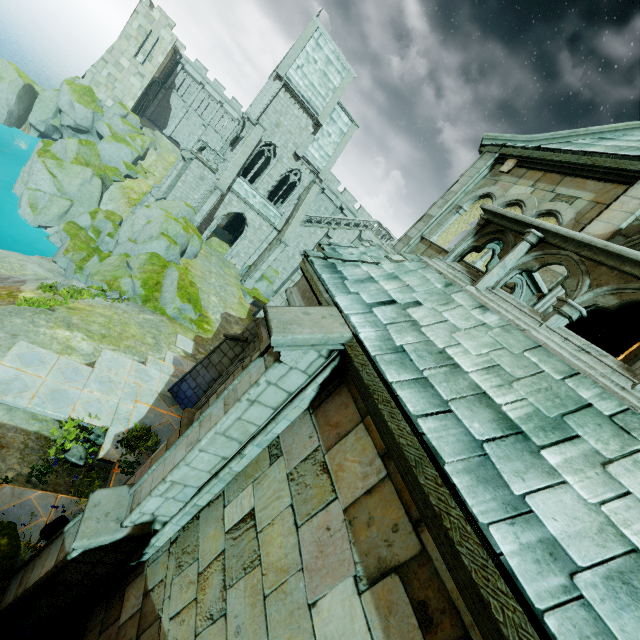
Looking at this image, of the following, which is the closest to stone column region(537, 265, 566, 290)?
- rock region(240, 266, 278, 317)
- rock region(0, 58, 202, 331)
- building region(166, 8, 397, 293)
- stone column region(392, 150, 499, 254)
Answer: stone column region(392, 150, 499, 254)

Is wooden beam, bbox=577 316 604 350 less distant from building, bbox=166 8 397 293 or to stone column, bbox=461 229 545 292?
building, bbox=166 8 397 293

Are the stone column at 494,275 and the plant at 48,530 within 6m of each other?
no

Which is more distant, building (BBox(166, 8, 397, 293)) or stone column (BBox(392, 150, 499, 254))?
building (BBox(166, 8, 397, 293))

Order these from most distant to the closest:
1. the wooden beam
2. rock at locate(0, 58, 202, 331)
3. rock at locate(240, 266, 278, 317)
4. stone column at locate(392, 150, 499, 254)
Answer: rock at locate(240, 266, 278, 317) → rock at locate(0, 58, 202, 331) → the wooden beam → stone column at locate(392, 150, 499, 254)

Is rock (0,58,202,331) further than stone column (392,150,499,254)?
Yes

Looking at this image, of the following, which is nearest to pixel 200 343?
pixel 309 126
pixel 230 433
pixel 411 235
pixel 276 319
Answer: pixel 411 235

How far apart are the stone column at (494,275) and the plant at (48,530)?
10.0m
